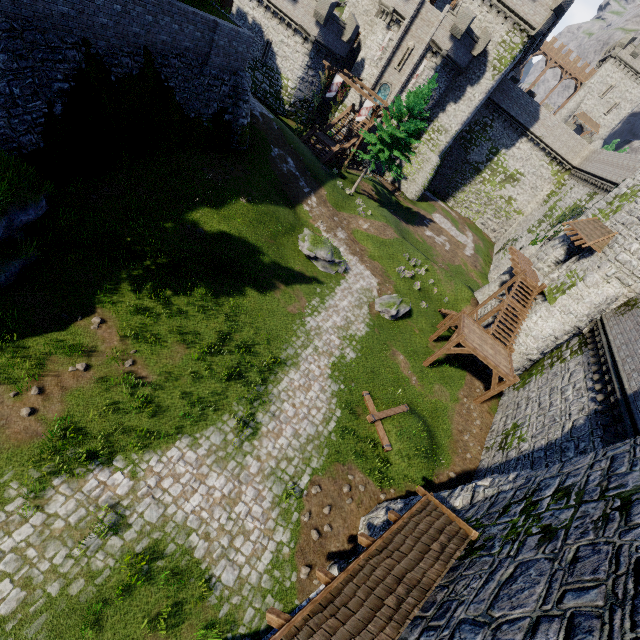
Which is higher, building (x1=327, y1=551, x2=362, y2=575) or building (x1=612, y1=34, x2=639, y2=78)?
building (x1=612, y1=34, x2=639, y2=78)

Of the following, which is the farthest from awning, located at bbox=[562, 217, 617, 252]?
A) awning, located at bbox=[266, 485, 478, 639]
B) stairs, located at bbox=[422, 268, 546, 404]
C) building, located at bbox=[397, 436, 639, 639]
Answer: awning, located at bbox=[266, 485, 478, 639]

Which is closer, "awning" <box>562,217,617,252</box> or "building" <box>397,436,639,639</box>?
"building" <box>397,436,639,639</box>

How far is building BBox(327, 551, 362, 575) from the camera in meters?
9.8 m

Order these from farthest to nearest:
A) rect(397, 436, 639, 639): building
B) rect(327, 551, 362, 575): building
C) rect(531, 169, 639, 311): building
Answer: rect(531, 169, 639, 311): building
rect(327, 551, 362, 575): building
rect(397, 436, 639, 639): building

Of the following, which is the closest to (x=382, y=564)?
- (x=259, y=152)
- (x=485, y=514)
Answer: (x=485, y=514)

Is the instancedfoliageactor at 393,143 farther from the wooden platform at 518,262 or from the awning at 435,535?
the awning at 435,535

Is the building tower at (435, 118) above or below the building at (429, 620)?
above
